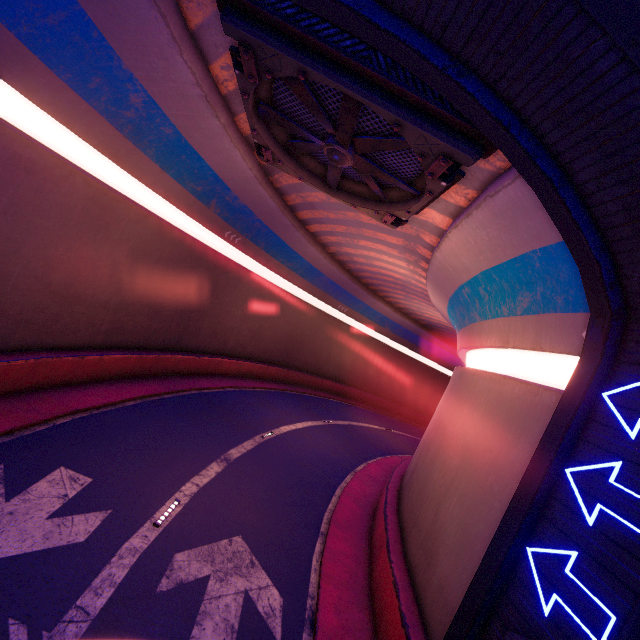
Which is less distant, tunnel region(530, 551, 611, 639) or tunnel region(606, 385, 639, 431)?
tunnel region(530, 551, 611, 639)

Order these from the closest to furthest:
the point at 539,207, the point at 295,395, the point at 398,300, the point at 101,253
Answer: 1. the point at 539,207
2. the point at 101,253
3. the point at 295,395
4. the point at 398,300

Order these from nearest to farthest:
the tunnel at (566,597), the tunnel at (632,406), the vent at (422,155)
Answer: the tunnel at (566,597), the tunnel at (632,406), the vent at (422,155)

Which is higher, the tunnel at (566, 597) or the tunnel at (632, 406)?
the tunnel at (632, 406)

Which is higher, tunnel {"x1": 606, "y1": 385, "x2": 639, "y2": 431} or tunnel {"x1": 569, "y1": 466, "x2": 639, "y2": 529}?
tunnel {"x1": 606, "y1": 385, "x2": 639, "y2": 431}

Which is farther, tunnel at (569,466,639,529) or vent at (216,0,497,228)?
vent at (216,0,497,228)
